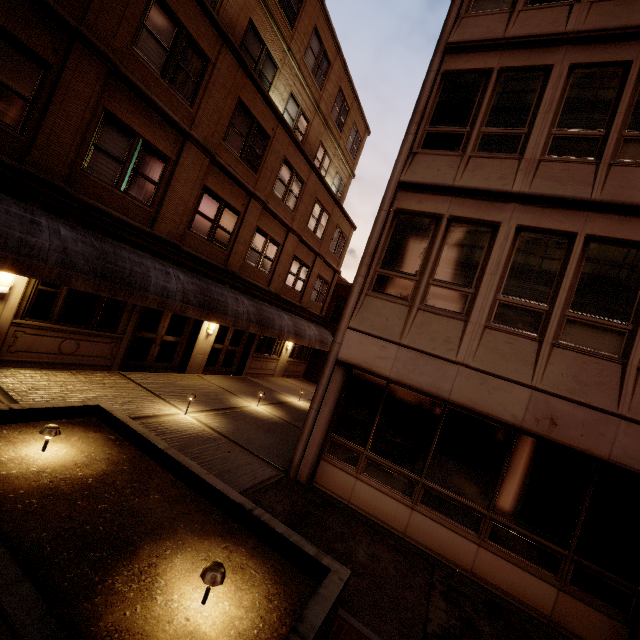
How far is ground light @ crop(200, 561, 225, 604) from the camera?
2.8m

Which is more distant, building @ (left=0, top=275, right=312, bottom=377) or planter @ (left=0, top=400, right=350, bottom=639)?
building @ (left=0, top=275, right=312, bottom=377)

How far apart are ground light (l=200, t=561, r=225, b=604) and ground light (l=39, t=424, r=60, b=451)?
2.8m

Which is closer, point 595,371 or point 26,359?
point 595,371

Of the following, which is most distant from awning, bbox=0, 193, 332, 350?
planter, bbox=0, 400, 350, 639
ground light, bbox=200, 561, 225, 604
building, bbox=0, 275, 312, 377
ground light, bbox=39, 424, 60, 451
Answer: ground light, bbox=200, 561, 225, 604

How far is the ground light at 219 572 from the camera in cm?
282

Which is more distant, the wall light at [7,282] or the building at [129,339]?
the building at [129,339]

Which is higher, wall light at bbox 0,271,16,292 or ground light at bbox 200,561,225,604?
wall light at bbox 0,271,16,292
